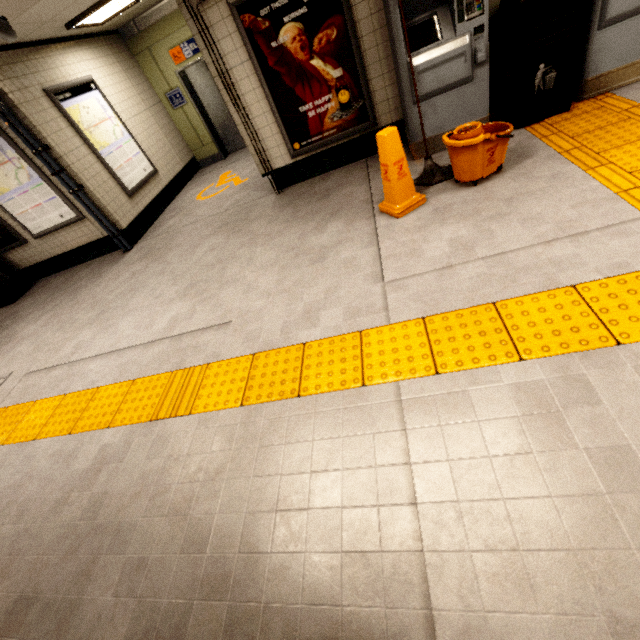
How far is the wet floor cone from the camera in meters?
3.0

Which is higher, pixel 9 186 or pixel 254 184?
pixel 9 186

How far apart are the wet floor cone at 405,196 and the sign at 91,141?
5.06m

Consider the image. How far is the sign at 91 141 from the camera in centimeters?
523cm

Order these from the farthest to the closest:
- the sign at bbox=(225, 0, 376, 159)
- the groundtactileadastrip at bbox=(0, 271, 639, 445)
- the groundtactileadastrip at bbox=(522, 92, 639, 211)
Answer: the sign at bbox=(225, 0, 376, 159), the groundtactileadastrip at bbox=(522, 92, 639, 211), the groundtactileadastrip at bbox=(0, 271, 639, 445)

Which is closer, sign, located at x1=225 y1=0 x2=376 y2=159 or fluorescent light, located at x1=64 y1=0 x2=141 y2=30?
sign, located at x1=225 y1=0 x2=376 y2=159

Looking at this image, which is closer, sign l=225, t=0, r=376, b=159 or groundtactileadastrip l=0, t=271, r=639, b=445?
groundtactileadastrip l=0, t=271, r=639, b=445

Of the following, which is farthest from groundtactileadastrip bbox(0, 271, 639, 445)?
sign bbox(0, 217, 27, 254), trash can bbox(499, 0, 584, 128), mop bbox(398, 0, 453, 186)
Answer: sign bbox(0, 217, 27, 254)
